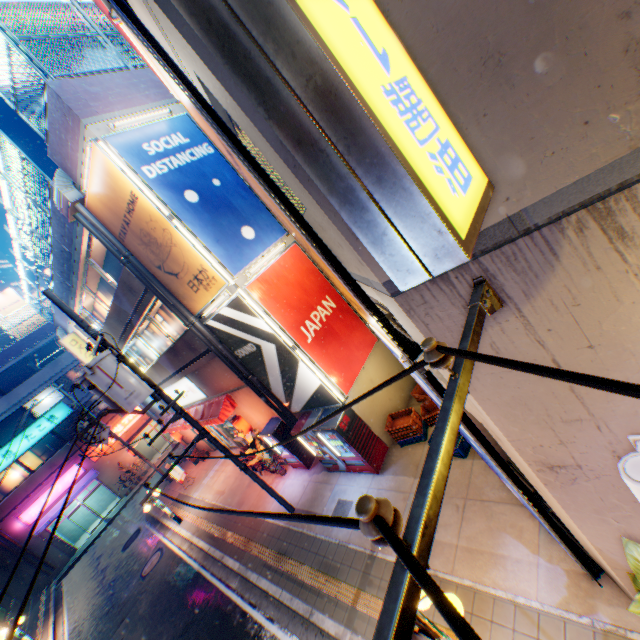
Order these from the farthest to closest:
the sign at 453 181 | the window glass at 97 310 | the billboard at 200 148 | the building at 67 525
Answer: the building at 67 525 → the window glass at 97 310 → the billboard at 200 148 → the sign at 453 181

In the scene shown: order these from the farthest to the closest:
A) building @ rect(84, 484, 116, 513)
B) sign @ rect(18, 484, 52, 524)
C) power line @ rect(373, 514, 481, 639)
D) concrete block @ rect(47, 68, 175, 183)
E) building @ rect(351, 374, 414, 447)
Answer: building @ rect(84, 484, 116, 513) → sign @ rect(18, 484, 52, 524) → building @ rect(351, 374, 414, 447) → concrete block @ rect(47, 68, 175, 183) → power line @ rect(373, 514, 481, 639)

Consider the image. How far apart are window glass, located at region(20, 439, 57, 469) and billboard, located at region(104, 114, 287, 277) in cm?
2949

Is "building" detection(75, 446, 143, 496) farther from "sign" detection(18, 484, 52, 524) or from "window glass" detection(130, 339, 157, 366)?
"window glass" detection(130, 339, 157, 366)

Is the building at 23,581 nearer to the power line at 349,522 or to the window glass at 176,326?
the window glass at 176,326

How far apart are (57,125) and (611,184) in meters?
11.0 m

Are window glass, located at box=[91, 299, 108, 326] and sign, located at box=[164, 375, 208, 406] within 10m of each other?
yes

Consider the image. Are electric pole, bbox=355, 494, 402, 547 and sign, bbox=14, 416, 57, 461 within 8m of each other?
no
